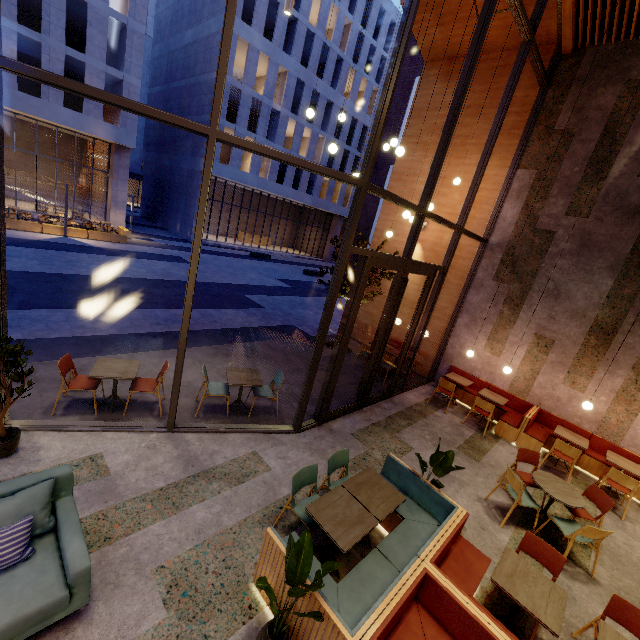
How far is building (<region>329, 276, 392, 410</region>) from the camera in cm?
808

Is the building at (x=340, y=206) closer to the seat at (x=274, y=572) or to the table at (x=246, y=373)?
the table at (x=246, y=373)

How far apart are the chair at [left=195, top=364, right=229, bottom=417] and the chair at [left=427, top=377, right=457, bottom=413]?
5.5 meters

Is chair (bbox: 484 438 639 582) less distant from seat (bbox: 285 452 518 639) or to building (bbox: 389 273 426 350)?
building (bbox: 389 273 426 350)

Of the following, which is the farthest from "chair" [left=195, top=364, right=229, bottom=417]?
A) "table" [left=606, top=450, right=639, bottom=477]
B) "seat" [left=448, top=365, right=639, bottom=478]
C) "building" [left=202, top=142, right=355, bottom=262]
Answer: "building" [left=202, top=142, right=355, bottom=262]

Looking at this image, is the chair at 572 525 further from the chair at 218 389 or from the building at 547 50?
the chair at 218 389

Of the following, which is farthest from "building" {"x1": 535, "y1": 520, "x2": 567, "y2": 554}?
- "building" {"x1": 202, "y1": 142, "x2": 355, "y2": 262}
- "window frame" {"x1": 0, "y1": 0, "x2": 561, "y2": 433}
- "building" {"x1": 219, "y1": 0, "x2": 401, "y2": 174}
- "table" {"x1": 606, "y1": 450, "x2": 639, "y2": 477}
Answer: "building" {"x1": 202, "y1": 142, "x2": 355, "y2": 262}

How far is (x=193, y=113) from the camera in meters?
27.3
